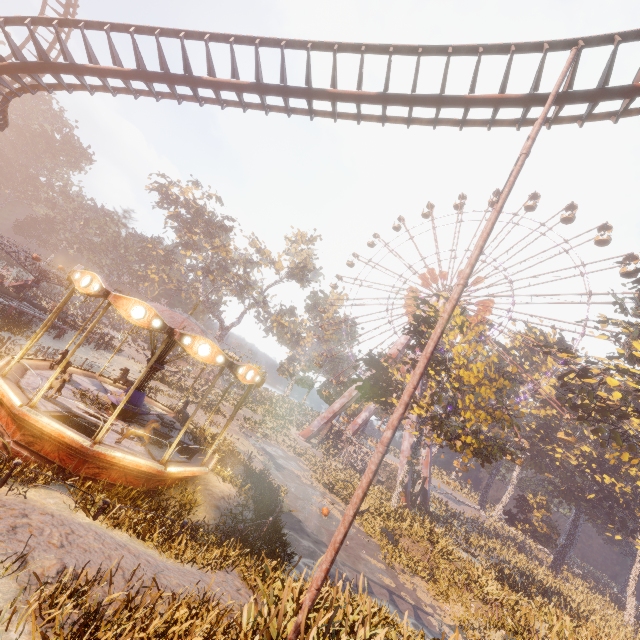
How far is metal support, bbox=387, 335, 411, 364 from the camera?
44.1 meters

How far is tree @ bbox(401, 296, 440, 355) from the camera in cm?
2816

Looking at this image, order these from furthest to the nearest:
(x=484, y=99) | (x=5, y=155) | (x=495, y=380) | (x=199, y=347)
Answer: (x=5, y=155), (x=495, y=380), (x=484, y=99), (x=199, y=347)

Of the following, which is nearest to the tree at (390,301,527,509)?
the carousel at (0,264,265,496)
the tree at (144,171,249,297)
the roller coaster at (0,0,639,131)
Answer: the carousel at (0,264,265,496)

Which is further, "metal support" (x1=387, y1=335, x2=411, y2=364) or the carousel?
"metal support" (x1=387, y1=335, x2=411, y2=364)

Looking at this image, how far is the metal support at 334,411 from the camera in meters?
43.3 m

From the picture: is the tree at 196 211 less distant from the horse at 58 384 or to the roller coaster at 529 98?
the roller coaster at 529 98

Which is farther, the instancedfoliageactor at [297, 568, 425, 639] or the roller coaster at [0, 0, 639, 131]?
the roller coaster at [0, 0, 639, 131]
